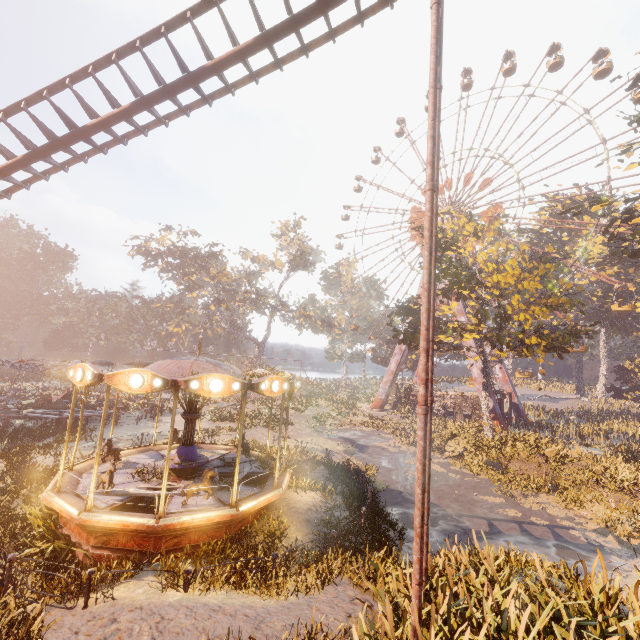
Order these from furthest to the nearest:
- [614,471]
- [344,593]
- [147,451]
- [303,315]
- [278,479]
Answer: [303,315], [614,471], [147,451], [278,479], [344,593]

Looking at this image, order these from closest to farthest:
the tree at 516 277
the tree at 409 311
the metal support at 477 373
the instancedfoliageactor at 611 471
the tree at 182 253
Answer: the instancedfoliageactor at 611 471
the tree at 516 277
the tree at 409 311
the metal support at 477 373
the tree at 182 253

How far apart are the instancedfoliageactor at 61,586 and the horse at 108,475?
1.1m

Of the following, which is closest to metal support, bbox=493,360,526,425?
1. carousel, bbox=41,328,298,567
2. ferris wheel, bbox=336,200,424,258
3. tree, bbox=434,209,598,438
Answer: → ferris wheel, bbox=336,200,424,258

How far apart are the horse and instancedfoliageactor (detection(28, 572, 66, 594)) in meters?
1.1

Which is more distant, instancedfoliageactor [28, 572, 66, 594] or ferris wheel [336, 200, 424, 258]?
ferris wheel [336, 200, 424, 258]

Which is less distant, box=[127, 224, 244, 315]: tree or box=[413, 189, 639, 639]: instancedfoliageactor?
box=[413, 189, 639, 639]: instancedfoliageactor

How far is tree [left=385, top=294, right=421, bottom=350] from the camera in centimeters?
2572cm
